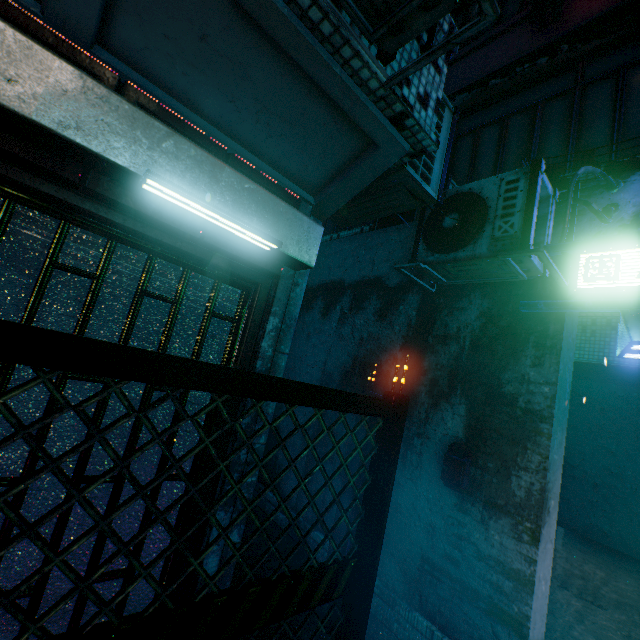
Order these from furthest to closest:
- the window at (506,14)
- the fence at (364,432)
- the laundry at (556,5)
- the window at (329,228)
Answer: the window at (329,228) → the window at (506,14) → the laundry at (556,5) → the fence at (364,432)

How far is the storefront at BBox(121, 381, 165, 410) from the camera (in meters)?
1.72

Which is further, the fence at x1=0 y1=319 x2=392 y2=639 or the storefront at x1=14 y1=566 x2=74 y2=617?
the storefront at x1=14 y1=566 x2=74 y2=617

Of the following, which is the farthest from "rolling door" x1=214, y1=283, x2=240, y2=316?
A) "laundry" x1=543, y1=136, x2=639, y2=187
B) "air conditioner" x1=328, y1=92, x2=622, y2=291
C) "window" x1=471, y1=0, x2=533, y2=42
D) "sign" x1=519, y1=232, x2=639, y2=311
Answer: "window" x1=471, y1=0, x2=533, y2=42

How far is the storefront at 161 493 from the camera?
1.8m

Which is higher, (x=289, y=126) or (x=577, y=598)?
(x=289, y=126)

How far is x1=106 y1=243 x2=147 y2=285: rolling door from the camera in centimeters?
165cm
